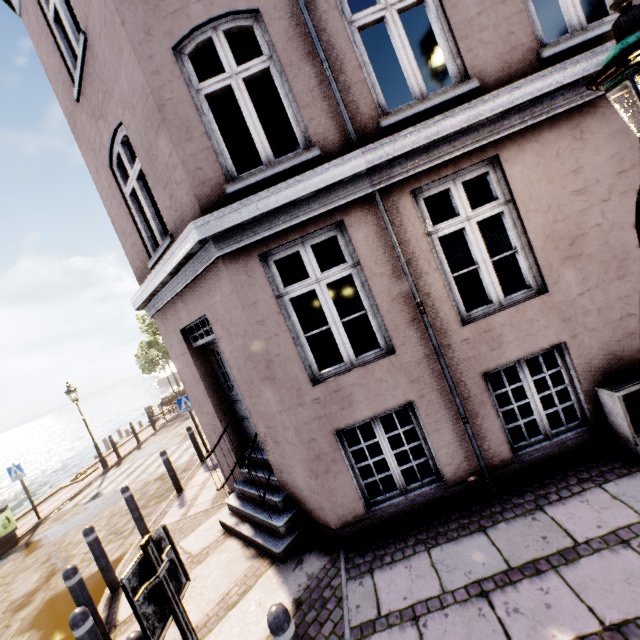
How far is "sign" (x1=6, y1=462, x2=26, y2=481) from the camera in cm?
1006

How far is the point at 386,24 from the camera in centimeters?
385cm

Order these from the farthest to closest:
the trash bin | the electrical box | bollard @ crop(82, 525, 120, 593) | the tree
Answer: the tree < the trash bin < bollard @ crop(82, 525, 120, 593) < the electrical box

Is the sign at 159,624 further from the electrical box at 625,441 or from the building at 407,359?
the electrical box at 625,441

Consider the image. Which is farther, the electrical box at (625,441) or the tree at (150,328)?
the tree at (150,328)

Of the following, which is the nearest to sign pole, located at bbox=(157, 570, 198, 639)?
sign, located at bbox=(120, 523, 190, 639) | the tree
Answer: sign, located at bbox=(120, 523, 190, 639)

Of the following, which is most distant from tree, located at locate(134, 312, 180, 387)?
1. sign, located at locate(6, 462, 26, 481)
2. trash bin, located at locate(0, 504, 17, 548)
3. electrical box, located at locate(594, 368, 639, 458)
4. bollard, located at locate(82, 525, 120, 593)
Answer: electrical box, located at locate(594, 368, 639, 458)

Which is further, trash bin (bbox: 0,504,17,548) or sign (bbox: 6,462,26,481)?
sign (bbox: 6,462,26,481)
